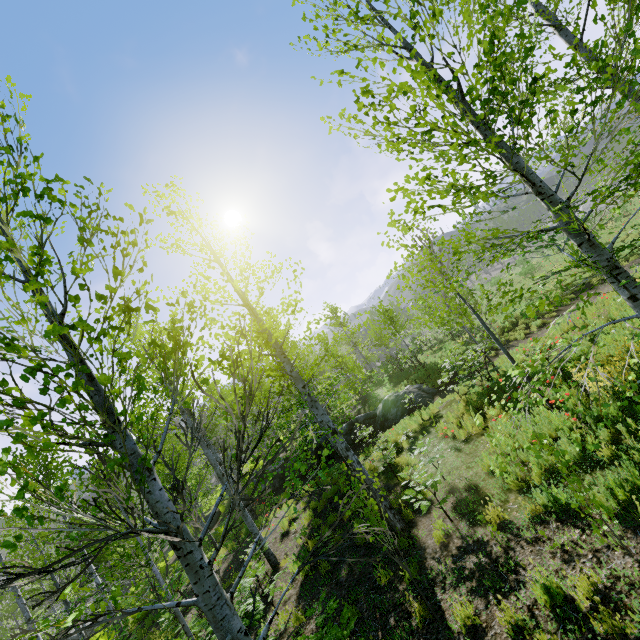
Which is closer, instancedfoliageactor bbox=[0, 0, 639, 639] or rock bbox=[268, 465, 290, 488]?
instancedfoliageactor bbox=[0, 0, 639, 639]

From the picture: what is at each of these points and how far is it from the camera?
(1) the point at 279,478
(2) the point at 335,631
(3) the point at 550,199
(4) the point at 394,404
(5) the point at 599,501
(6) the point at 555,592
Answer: (1) rock, 20.31m
(2) instancedfoliageactor, 3.94m
(3) instancedfoliageactor, 3.79m
(4) rock, 17.33m
(5) instancedfoliageactor, 3.86m
(6) instancedfoliageactor, 3.68m

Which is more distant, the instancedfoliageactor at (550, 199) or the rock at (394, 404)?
the rock at (394, 404)

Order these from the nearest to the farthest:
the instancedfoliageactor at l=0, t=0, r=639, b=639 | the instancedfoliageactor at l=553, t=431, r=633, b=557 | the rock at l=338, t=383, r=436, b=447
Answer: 1. the instancedfoliageactor at l=0, t=0, r=639, b=639
2. the instancedfoliageactor at l=553, t=431, r=633, b=557
3. the rock at l=338, t=383, r=436, b=447

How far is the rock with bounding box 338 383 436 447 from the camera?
16.6m

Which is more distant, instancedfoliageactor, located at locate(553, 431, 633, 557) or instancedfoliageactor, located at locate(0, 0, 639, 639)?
instancedfoliageactor, located at locate(553, 431, 633, 557)
